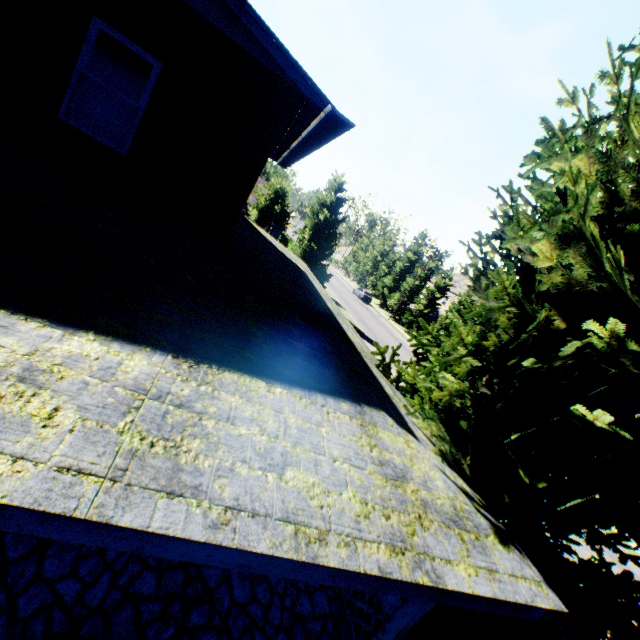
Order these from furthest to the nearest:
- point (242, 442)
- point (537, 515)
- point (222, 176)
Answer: point (222, 176) → point (537, 515) → point (242, 442)

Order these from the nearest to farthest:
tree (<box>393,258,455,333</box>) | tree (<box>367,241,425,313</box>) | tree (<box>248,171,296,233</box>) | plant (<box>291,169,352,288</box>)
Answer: plant (<box>291,169,352,288</box>) → tree (<box>248,171,296,233</box>) → tree (<box>393,258,455,333</box>) → tree (<box>367,241,425,313</box>)

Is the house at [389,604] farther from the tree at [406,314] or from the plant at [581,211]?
the tree at [406,314]

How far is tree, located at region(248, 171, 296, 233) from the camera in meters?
30.6

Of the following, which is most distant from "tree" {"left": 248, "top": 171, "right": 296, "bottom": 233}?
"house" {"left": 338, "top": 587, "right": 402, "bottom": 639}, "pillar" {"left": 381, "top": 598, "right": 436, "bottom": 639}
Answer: "pillar" {"left": 381, "top": 598, "right": 436, "bottom": 639}

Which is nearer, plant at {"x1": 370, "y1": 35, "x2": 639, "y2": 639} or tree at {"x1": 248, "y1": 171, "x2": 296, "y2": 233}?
plant at {"x1": 370, "y1": 35, "x2": 639, "y2": 639}

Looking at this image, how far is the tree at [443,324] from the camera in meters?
38.2 m
